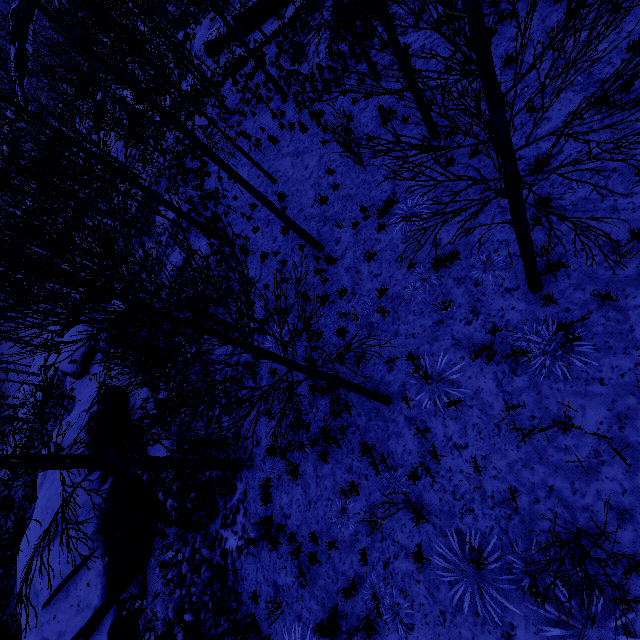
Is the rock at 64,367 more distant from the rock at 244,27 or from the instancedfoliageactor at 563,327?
the instancedfoliageactor at 563,327

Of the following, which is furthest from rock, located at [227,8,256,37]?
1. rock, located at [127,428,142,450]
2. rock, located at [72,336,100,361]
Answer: rock, located at [127,428,142,450]

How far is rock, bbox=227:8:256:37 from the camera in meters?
21.3 m

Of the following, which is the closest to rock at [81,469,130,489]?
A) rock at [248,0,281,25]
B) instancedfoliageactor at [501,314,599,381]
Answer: instancedfoliageactor at [501,314,599,381]

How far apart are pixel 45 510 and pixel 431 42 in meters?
19.1 m

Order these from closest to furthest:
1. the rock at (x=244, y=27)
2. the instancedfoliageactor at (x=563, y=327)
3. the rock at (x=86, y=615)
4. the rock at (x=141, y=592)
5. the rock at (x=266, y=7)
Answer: the instancedfoliageactor at (x=563, y=327) → the rock at (x=86, y=615) → the rock at (x=141, y=592) → the rock at (x=266, y=7) → the rock at (x=244, y=27)

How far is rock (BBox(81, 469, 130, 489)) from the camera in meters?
10.2 m
